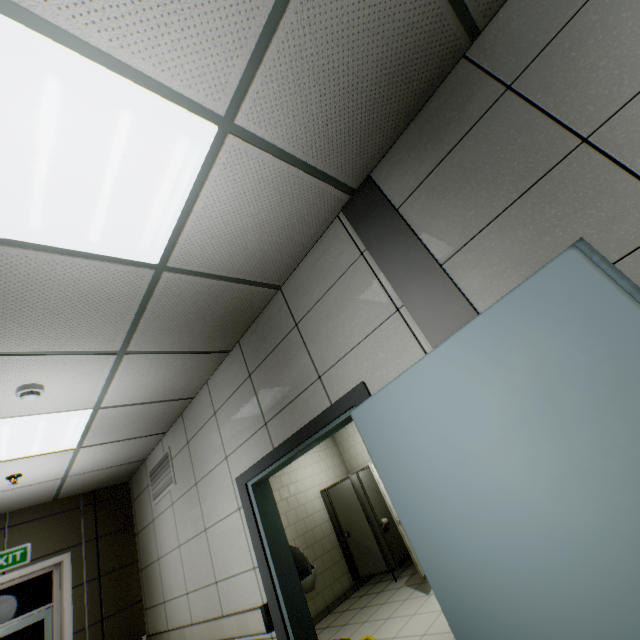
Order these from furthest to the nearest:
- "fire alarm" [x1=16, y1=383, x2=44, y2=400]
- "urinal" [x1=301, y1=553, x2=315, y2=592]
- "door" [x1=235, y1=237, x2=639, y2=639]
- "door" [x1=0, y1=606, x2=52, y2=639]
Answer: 1. "urinal" [x1=301, y1=553, x2=315, y2=592]
2. "door" [x1=0, y1=606, x2=52, y2=639]
3. "fire alarm" [x1=16, y1=383, x2=44, y2=400]
4. "door" [x1=235, y1=237, x2=639, y2=639]

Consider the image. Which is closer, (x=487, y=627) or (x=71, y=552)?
(x=487, y=627)

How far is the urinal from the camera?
Answer: 6.0 meters

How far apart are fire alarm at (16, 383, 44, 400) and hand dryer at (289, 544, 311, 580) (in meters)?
2.42

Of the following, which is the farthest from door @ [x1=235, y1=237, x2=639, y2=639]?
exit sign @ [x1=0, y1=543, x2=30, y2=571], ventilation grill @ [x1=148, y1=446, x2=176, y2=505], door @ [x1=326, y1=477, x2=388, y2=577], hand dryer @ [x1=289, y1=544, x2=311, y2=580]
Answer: door @ [x1=326, y1=477, x2=388, y2=577]

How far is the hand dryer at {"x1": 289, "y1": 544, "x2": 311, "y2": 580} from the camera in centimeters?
282cm

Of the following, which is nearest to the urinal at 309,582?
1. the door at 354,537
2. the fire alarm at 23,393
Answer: the door at 354,537

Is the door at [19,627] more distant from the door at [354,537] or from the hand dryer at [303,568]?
the door at [354,537]
